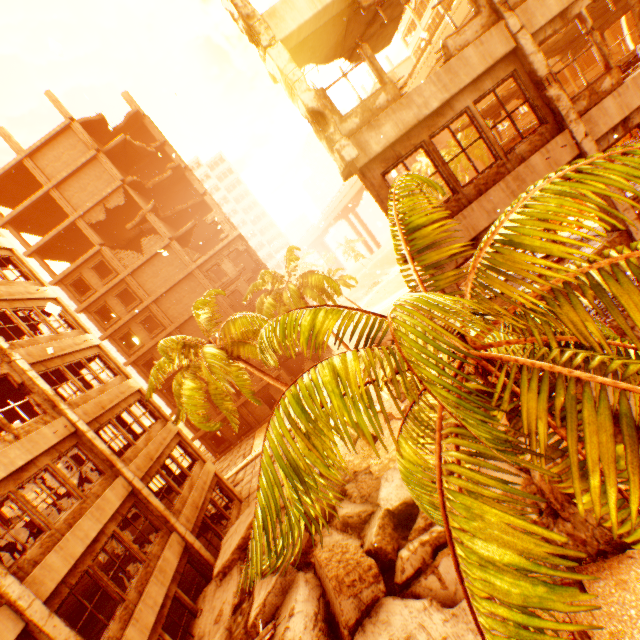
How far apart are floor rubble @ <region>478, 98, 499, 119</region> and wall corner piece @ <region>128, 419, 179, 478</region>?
26.2m

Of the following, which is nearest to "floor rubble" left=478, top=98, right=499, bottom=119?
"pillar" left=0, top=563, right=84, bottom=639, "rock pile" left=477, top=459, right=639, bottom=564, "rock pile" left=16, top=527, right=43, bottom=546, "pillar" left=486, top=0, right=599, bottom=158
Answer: "rock pile" left=477, top=459, right=639, bottom=564

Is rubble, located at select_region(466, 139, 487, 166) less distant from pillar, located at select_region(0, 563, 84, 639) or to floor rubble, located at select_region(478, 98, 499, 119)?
pillar, located at select_region(0, 563, 84, 639)

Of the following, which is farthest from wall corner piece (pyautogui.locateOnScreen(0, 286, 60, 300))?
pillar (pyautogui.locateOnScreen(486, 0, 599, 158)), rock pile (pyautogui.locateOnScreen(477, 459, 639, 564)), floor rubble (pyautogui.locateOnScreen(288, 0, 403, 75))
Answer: pillar (pyautogui.locateOnScreen(486, 0, 599, 158))

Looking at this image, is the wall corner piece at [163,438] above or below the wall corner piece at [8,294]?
below

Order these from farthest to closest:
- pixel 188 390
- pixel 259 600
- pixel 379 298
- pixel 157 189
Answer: pixel 379 298 → pixel 157 189 → pixel 188 390 → pixel 259 600

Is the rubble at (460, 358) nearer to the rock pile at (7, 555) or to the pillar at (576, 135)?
the rock pile at (7, 555)

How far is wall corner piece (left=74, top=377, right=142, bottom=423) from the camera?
12.5 meters
